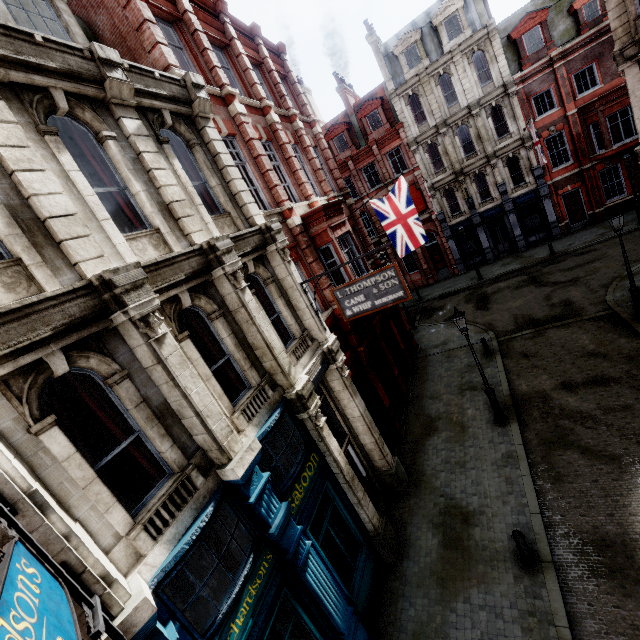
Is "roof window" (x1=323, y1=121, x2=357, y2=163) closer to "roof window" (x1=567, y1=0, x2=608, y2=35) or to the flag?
"roof window" (x1=567, y1=0, x2=608, y2=35)

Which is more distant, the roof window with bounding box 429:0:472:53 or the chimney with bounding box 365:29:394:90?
the chimney with bounding box 365:29:394:90

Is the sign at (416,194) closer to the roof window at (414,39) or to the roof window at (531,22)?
the roof window at (414,39)

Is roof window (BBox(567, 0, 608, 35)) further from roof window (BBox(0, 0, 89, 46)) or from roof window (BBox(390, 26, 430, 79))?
roof window (BBox(0, 0, 89, 46))

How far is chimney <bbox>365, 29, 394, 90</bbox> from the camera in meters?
26.3 m

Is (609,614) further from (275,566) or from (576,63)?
(576,63)

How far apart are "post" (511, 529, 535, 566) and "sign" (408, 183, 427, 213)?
25.6 meters

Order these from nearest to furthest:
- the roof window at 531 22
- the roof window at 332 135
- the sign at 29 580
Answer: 1. the sign at 29 580
2. the roof window at 531 22
3. the roof window at 332 135
